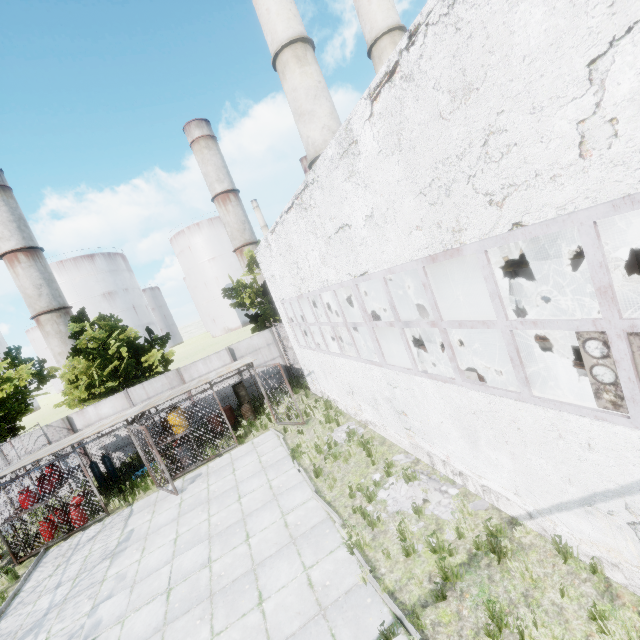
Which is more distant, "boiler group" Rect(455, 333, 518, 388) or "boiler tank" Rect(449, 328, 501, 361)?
"boiler tank" Rect(449, 328, 501, 361)

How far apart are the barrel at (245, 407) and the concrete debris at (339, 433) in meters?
6.3 m

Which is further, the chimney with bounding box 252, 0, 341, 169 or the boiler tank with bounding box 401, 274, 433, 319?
the chimney with bounding box 252, 0, 341, 169

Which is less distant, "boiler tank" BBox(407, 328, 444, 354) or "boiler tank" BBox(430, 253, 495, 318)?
"boiler tank" BBox(430, 253, 495, 318)

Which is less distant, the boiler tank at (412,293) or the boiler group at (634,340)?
the boiler group at (634,340)

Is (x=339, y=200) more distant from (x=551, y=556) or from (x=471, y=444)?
(x=551, y=556)

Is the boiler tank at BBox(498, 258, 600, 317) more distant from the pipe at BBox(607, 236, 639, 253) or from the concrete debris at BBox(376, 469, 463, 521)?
the pipe at BBox(607, 236, 639, 253)

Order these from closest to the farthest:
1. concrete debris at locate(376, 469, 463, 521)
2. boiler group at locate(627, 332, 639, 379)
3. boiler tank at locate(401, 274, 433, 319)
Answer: boiler group at locate(627, 332, 639, 379)
concrete debris at locate(376, 469, 463, 521)
boiler tank at locate(401, 274, 433, 319)
